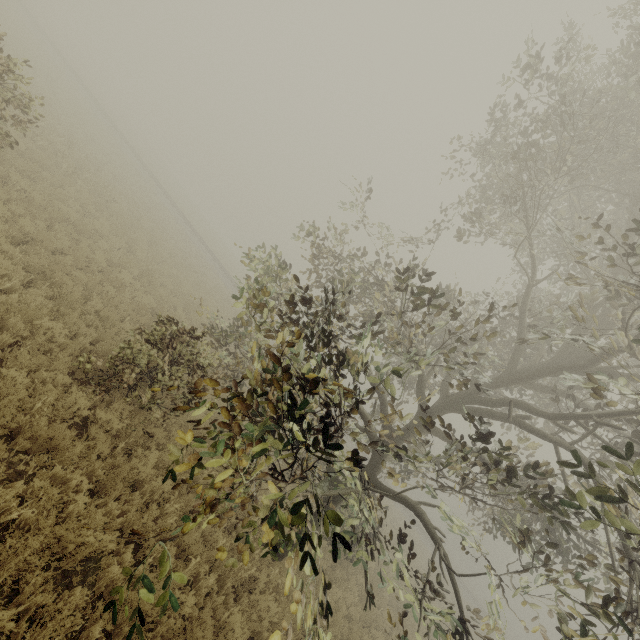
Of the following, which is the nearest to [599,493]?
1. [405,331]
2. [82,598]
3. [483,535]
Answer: [405,331]
